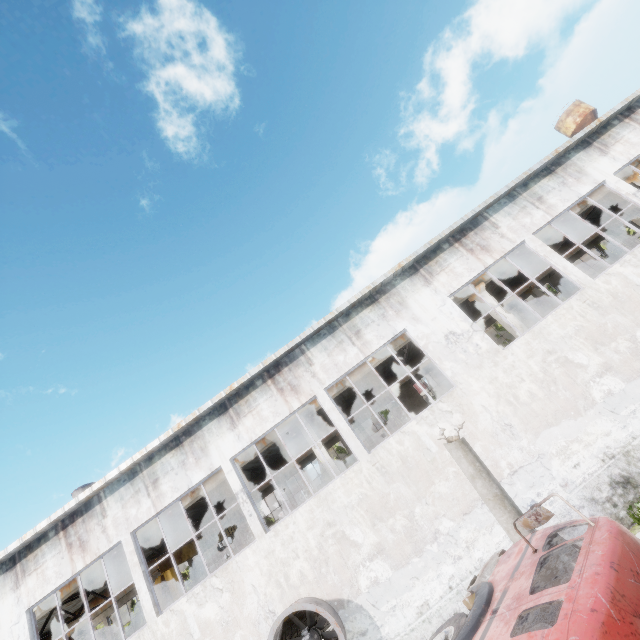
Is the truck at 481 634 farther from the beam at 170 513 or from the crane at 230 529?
the crane at 230 529

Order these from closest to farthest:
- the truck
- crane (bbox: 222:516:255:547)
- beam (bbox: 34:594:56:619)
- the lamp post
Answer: the truck, the lamp post, beam (bbox: 34:594:56:619), crane (bbox: 222:516:255:547)

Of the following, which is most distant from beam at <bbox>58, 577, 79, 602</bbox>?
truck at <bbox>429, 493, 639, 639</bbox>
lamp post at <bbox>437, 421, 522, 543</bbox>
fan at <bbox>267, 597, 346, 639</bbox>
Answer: truck at <bbox>429, 493, 639, 639</bbox>

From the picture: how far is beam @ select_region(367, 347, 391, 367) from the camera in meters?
14.4

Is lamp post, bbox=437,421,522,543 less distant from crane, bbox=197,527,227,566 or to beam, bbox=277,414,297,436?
beam, bbox=277,414,297,436

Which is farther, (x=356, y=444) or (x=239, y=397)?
(x=239, y=397)

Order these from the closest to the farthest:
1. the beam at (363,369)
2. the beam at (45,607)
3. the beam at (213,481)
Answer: the beam at (45,607), the beam at (213,481), the beam at (363,369)
